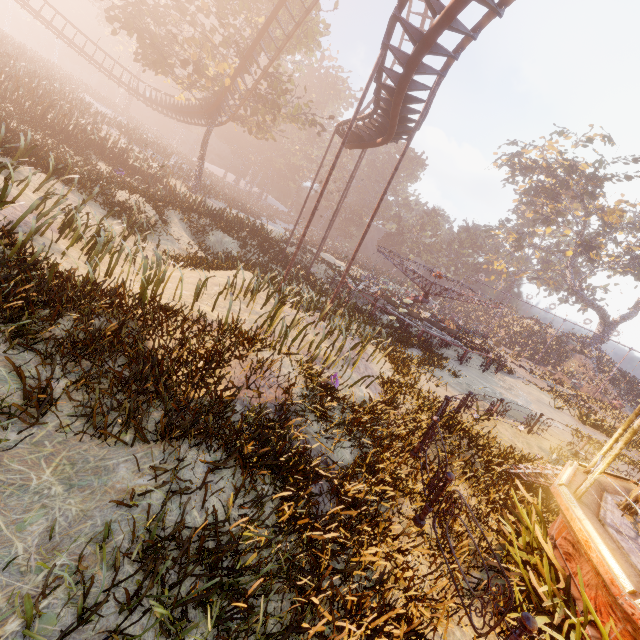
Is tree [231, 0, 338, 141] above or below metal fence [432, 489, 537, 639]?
above

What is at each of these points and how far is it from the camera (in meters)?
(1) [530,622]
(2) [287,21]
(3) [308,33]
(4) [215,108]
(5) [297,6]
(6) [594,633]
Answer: (1) metal fence, 3.28
(2) tree, 26.22
(3) tree, 24.75
(4) roller coaster, 27.05
(5) tree, 26.02
(6) carousel, 4.30

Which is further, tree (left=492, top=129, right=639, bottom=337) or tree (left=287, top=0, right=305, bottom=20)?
tree (left=492, top=129, right=639, bottom=337)

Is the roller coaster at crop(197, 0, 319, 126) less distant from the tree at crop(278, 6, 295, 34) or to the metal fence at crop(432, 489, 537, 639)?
the tree at crop(278, 6, 295, 34)

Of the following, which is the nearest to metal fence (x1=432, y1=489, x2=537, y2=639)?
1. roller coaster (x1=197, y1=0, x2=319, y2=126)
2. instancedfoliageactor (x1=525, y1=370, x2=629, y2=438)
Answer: roller coaster (x1=197, y1=0, x2=319, y2=126)

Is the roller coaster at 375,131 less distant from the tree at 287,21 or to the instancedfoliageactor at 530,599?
the tree at 287,21

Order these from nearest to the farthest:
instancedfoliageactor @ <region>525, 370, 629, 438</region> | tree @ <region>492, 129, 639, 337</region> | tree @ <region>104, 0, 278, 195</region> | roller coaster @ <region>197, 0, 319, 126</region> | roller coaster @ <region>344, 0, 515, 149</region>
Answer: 1. roller coaster @ <region>344, 0, 515, 149</region>
2. instancedfoliageactor @ <region>525, 370, 629, 438</region>
3. roller coaster @ <region>197, 0, 319, 126</region>
4. tree @ <region>104, 0, 278, 195</region>
5. tree @ <region>492, 129, 639, 337</region>

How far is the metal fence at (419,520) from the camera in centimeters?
529cm
